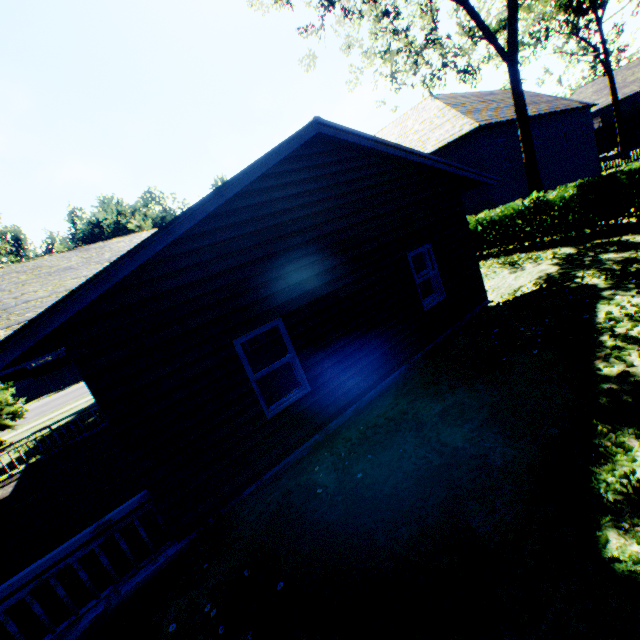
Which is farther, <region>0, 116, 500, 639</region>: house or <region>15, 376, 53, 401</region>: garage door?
<region>15, 376, 53, 401</region>: garage door

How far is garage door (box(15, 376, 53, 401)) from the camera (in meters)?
41.62

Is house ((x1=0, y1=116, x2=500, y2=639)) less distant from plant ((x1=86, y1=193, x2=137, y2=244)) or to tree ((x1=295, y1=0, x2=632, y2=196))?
tree ((x1=295, y1=0, x2=632, y2=196))

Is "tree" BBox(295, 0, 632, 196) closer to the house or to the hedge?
the house

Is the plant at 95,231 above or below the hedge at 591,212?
above

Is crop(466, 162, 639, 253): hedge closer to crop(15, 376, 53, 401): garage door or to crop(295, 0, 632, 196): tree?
crop(295, 0, 632, 196): tree

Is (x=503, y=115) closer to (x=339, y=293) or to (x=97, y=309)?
(x=339, y=293)

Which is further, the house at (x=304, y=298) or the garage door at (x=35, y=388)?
the garage door at (x=35, y=388)
